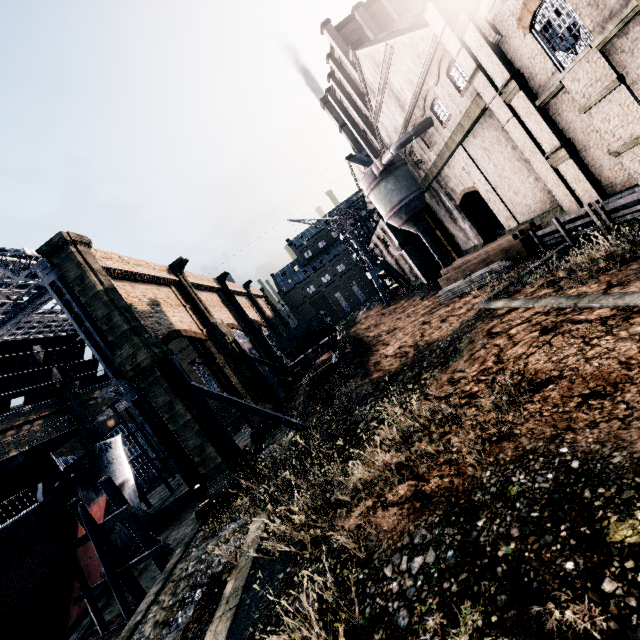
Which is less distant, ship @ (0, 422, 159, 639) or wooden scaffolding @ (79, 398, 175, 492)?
ship @ (0, 422, 159, 639)

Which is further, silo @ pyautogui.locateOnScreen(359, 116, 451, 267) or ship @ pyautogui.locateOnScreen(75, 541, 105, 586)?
silo @ pyautogui.locateOnScreen(359, 116, 451, 267)

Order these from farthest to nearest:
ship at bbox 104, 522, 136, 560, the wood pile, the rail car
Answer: the rail car, ship at bbox 104, 522, 136, 560, the wood pile

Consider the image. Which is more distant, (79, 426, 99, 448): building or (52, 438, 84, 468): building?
(79, 426, 99, 448): building

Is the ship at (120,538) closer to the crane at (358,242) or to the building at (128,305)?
the building at (128,305)

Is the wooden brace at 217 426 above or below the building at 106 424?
below

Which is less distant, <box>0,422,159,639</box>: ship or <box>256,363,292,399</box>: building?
<box>0,422,159,639</box>: ship

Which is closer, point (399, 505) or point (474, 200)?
point (399, 505)
